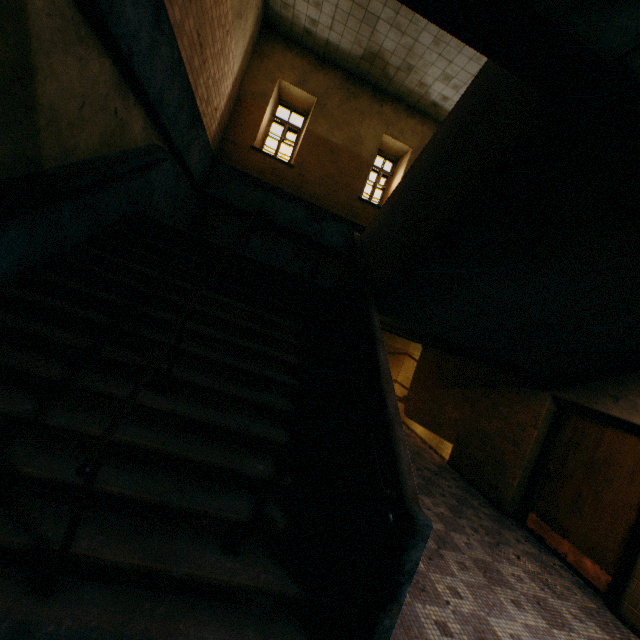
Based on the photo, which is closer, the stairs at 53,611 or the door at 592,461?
the stairs at 53,611

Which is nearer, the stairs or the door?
the stairs

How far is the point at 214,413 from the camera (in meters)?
2.87
